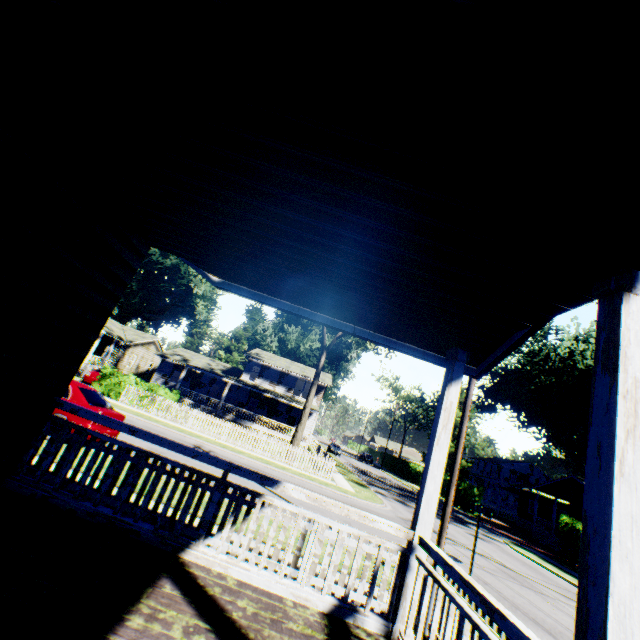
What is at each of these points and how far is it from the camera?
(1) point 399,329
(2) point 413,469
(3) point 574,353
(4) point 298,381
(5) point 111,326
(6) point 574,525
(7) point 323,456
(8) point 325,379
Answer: (1) house, 4.7m
(2) hedge, 49.7m
(3) plant, 53.9m
(4) house, 44.8m
(5) flat, 36.8m
(6) hedge, 20.9m
(7) fence, 28.1m
(8) house, 41.0m

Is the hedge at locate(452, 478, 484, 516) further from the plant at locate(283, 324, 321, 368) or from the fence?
the fence

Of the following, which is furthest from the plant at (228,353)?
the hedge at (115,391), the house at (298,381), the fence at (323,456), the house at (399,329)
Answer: the house at (399,329)

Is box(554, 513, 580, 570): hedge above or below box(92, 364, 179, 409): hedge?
above

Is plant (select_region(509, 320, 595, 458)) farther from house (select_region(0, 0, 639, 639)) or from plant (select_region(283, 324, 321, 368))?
house (select_region(0, 0, 639, 639))

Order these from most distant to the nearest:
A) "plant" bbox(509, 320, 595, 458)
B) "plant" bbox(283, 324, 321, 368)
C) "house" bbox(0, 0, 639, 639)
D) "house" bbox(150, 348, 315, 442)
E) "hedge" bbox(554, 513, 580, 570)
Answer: "plant" bbox(283, 324, 321, 368), "plant" bbox(509, 320, 595, 458), "house" bbox(150, 348, 315, 442), "hedge" bbox(554, 513, 580, 570), "house" bbox(0, 0, 639, 639)

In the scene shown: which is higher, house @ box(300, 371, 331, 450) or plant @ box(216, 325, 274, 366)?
plant @ box(216, 325, 274, 366)

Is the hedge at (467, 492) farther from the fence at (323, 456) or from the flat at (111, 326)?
the flat at (111, 326)
